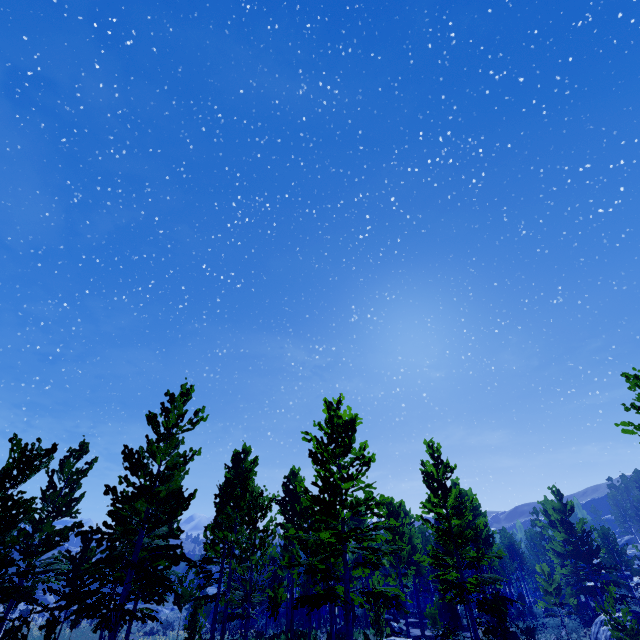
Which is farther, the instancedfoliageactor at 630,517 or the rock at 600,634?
the instancedfoliageactor at 630,517

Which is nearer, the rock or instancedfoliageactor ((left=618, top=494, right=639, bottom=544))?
the rock

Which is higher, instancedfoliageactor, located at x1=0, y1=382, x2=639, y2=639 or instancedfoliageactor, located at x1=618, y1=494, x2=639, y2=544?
instancedfoliageactor, located at x1=618, y1=494, x2=639, y2=544

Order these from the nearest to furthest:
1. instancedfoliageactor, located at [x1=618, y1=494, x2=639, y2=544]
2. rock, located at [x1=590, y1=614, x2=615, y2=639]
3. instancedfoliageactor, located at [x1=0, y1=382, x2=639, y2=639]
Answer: instancedfoliageactor, located at [x1=0, y1=382, x2=639, y2=639] → rock, located at [x1=590, y1=614, x2=615, y2=639] → instancedfoliageactor, located at [x1=618, y1=494, x2=639, y2=544]

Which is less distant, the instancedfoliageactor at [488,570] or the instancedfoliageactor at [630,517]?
the instancedfoliageactor at [488,570]

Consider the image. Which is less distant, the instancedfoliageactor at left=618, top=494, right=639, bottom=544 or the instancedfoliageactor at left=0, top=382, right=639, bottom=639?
the instancedfoliageactor at left=0, top=382, right=639, bottom=639

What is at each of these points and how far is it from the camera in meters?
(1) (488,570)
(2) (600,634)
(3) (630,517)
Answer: (1) instancedfoliageactor, 32.8 m
(2) rock, 20.4 m
(3) instancedfoliageactor, 59.2 m
